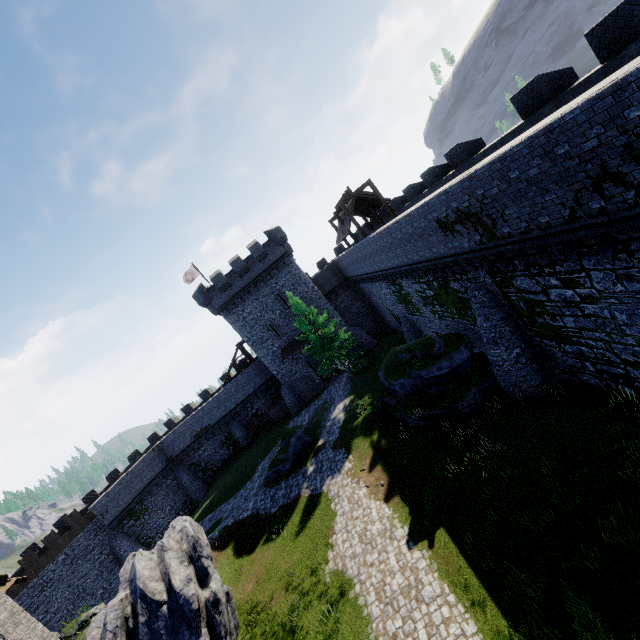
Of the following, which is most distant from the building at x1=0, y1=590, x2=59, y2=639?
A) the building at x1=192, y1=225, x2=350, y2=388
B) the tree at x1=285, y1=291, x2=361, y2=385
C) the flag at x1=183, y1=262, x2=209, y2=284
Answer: the flag at x1=183, y1=262, x2=209, y2=284

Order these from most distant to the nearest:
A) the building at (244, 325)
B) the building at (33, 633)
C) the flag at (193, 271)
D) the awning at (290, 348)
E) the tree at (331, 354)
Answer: the flag at (193, 271) → the awning at (290, 348) → the building at (244, 325) → the tree at (331, 354) → the building at (33, 633)

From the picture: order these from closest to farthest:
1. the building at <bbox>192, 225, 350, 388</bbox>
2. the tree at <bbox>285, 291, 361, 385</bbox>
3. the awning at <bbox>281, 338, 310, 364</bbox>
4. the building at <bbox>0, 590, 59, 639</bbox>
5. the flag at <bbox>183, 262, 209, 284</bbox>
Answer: the building at <bbox>0, 590, 59, 639</bbox>
the tree at <bbox>285, 291, 361, 385</bbox>
the building at <bbox>192, 225, 350, 388</bbox>
the awning at <bbox>281, 338, 310, 364</bbox>
the flag at <bbox>183, 262, 209, 284</bbox>

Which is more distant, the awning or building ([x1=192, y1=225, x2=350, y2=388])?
the awning

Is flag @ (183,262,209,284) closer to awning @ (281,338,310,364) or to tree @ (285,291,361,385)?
awning @ (281,338,310,364)

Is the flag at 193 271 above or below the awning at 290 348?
above

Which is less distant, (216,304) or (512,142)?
(512,142)

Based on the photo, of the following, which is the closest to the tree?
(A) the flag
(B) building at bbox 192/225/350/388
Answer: (B) building at bbox 192/225/350/388
